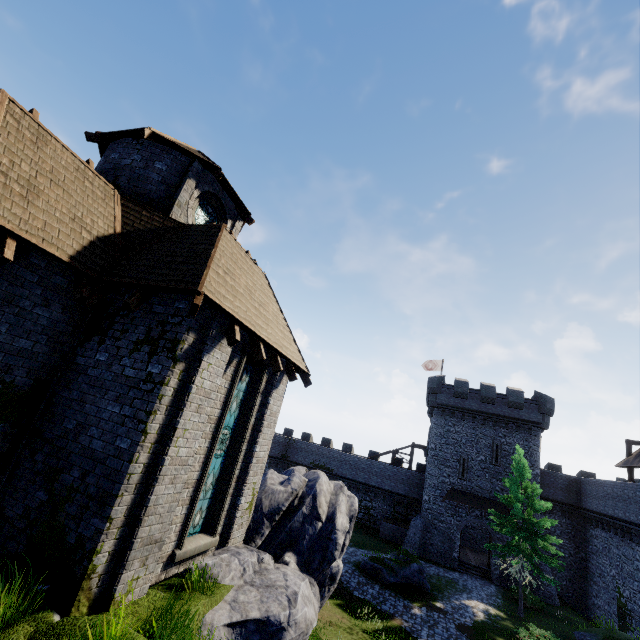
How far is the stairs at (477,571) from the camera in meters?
28.1 m

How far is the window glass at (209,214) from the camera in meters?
12.2 m

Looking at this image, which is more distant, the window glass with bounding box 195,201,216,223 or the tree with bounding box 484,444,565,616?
the tree with bounding box 484,444,565,616

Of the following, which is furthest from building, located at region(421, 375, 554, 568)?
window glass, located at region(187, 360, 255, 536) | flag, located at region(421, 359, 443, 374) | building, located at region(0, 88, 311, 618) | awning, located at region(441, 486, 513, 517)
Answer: window glass, located at region(187, 360, 255, 536)

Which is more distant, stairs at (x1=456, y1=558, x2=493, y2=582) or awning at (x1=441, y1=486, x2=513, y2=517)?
awning at (x1=441, y1=486, x2=513, y2=517)

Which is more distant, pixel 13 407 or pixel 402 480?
pixel 402 480

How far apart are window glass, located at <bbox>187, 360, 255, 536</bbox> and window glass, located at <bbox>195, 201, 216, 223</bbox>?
5.9 meters

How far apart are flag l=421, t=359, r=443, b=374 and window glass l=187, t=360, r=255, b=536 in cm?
3565
